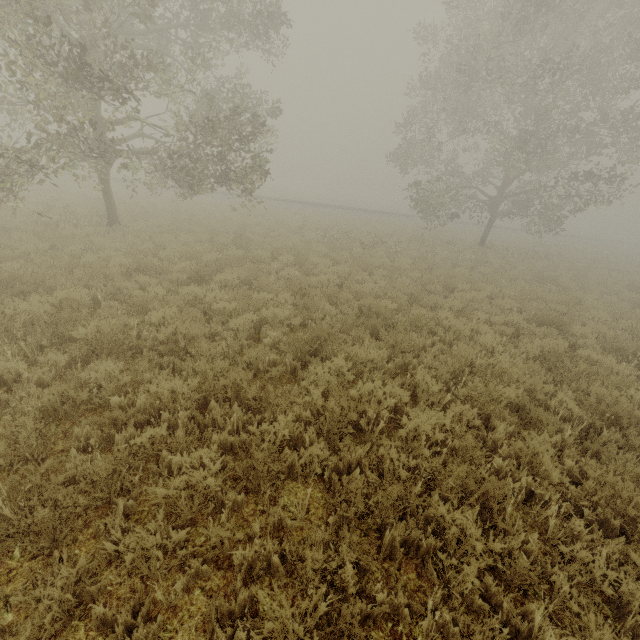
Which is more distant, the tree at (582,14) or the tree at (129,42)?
the tree at (582,14)

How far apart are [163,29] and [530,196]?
24.1 meters

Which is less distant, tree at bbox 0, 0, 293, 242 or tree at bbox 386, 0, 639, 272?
tree at bbox 0, 0, 293, 242
